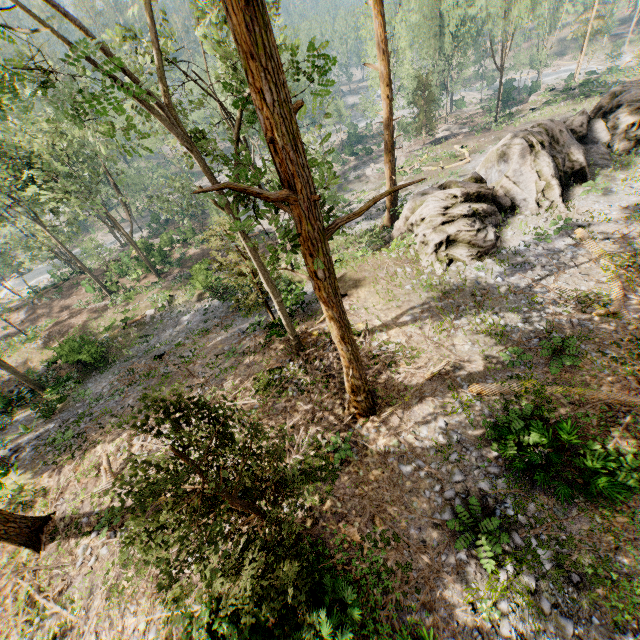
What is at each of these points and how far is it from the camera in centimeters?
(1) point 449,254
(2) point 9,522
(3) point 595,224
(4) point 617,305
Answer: (1) rock, 1725cm
(2) foliage, 1106cm
(3) foliage, 1681cm
(4) foliage, 1305cm

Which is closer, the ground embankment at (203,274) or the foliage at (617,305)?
the foliage at (617,305)

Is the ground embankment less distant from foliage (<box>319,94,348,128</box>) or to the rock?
foliage (<box>319,94,348,128</box>)

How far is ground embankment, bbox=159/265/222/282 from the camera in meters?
26.1 m

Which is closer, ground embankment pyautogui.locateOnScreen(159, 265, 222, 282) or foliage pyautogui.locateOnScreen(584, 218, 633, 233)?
foliage pyautogui.locateOnScreen(584, 218, 633, 233)

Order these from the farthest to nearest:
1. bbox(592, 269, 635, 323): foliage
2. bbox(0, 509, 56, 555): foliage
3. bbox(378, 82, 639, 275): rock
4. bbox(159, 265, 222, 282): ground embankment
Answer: bbox(159, 265, 222, 282): ground embankment
bbox(378, 82, 639, 275): rock
bbox(592, 269, 635, 323): foliage
bbox(0, 509, 56, 555): foliage

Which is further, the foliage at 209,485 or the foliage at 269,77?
the foliage at 269,77

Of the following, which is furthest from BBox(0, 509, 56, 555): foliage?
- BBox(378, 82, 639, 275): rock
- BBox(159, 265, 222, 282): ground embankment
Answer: BBox(159, 265, 222, 282): ground embankment
